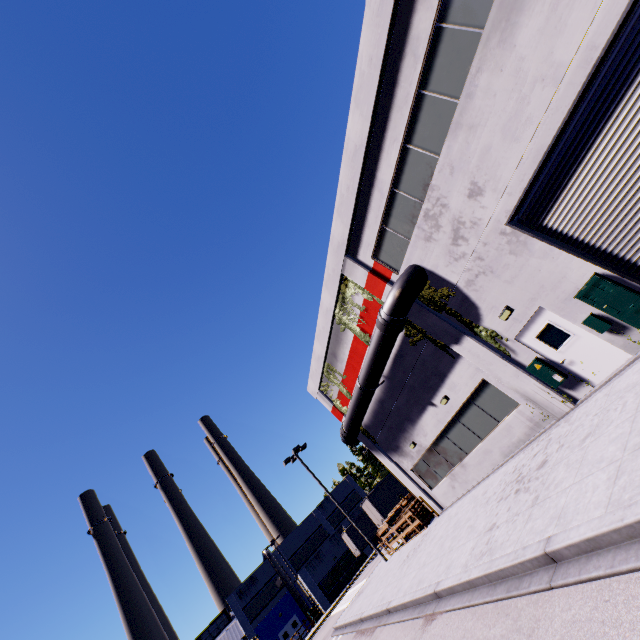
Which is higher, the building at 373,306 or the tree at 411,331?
the building at 373,306

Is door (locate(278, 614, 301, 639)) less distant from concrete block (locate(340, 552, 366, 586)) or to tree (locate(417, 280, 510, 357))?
concrete block (locate(340, 552, 366, 586))

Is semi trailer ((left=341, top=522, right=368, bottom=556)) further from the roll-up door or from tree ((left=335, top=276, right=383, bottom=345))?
tree ((left=335, top=276, right=383, bottom=345))

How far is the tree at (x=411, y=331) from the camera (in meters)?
12.97

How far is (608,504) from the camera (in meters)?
4.67

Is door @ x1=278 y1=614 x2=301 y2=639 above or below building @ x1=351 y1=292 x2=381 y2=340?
below

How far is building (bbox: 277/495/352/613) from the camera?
39.7 meters
